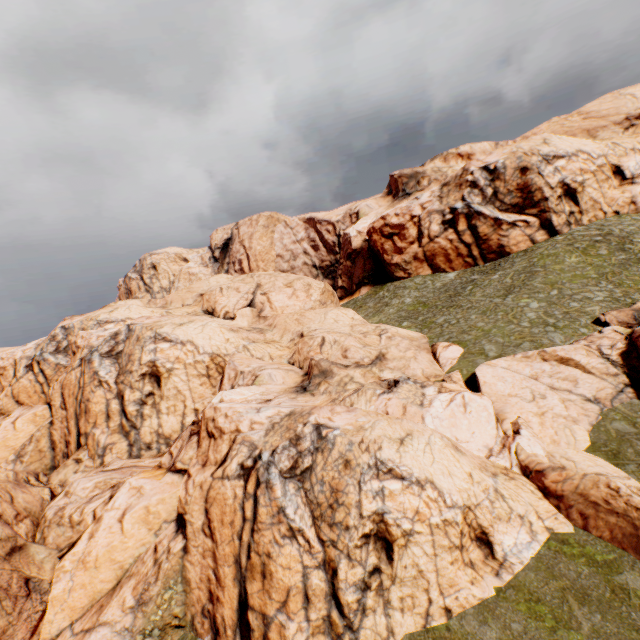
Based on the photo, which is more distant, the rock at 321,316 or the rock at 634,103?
the rock at 634,103

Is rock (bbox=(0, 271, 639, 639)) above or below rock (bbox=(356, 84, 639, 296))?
below

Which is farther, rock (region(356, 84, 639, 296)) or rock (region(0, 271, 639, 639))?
rock (region(356, 84, 639, 296))

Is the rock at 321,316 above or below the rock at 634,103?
below

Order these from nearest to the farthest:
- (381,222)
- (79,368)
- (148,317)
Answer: (79,368) < (148,317) < (381,222)
